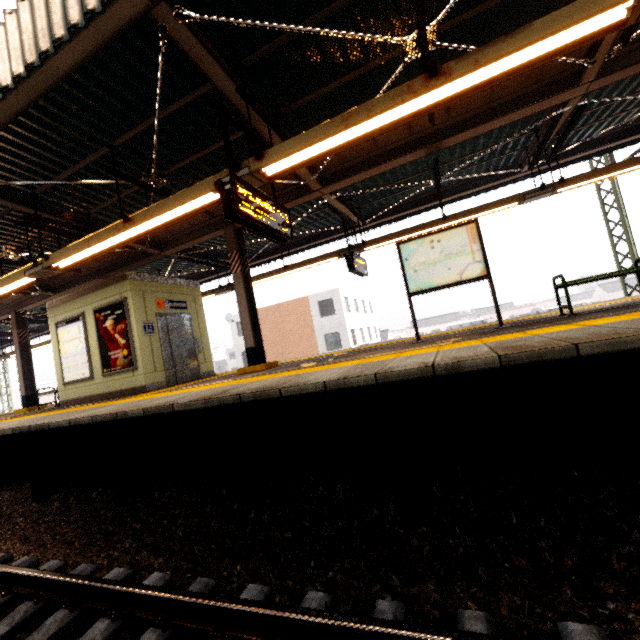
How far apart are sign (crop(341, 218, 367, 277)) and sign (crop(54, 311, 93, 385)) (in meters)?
7.05

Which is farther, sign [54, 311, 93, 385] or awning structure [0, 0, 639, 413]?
sign [54, 311, 93, 385]

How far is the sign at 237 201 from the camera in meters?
4.0 m

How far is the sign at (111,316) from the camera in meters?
7.8 m

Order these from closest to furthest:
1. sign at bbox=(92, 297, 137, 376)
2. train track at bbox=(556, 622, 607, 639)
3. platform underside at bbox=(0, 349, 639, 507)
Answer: train track at bbox=(556, 622, 607, 639) → platform underside at bbox=(0, 349, 639, 507) → sign at bbox=(92, 297, 137, 376)

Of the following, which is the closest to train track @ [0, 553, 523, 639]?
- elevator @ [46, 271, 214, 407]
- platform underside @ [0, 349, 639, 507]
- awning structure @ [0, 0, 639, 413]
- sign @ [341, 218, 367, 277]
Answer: platform underside @ [0, 349, 639, 507]

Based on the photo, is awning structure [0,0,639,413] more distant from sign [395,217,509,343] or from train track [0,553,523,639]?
train track [0,553,523,639]

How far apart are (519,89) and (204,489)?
8.05m
